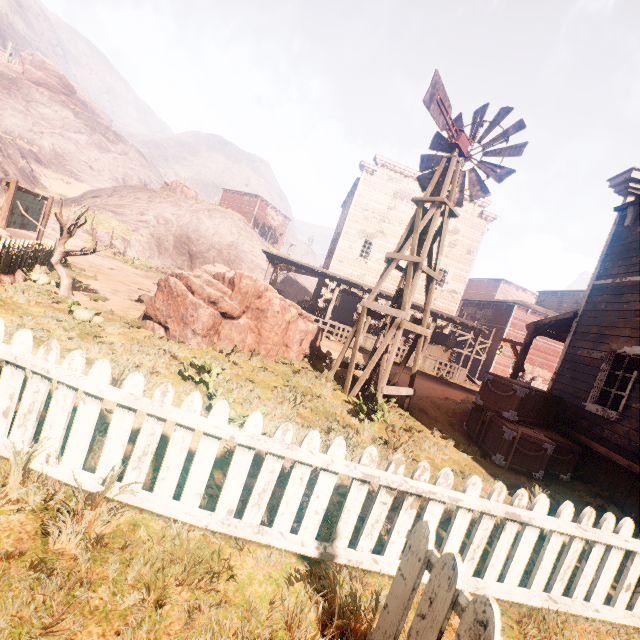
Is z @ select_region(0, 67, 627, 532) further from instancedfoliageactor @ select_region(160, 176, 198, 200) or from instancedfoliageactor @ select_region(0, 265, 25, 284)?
instancedfoliageactor @ select_region(160, 176, 198, 200)

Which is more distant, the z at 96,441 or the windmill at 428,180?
the windmill at 428,180

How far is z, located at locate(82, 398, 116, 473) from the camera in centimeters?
283cm

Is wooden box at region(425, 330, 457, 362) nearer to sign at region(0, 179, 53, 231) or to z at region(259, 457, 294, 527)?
z at region(259, 457, 294, 527)

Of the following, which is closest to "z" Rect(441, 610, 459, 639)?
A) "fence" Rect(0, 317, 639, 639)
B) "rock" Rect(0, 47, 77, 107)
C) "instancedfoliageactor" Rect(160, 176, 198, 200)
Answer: "fence" Rect(0, 317, 639, 639)

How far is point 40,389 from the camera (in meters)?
2.56

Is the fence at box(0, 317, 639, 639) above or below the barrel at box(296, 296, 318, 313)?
below

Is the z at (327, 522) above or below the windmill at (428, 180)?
below
